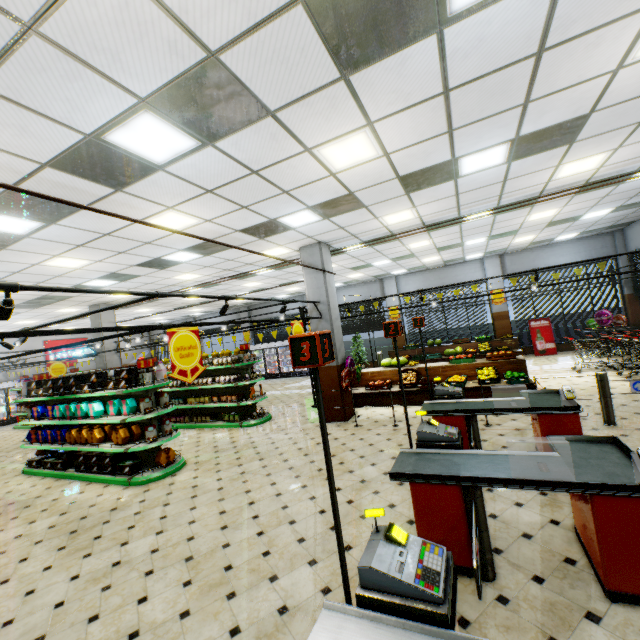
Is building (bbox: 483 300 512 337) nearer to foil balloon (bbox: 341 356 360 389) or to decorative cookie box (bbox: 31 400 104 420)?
foil balloon (bbox: 341 356 360 389)

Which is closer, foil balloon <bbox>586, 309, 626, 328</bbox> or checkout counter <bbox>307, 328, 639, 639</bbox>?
checkout counter <bbox>307, 328, 639, 639</bbox>

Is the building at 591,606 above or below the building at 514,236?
below

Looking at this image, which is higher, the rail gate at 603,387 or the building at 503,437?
the rail gate at 603,387

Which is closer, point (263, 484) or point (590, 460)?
point (590, 460)

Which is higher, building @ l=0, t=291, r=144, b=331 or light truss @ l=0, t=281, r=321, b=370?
building @ l=0, t=291, r=144, b=331

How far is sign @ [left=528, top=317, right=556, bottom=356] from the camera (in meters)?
14.36

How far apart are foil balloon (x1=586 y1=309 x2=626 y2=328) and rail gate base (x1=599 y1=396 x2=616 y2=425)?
9.48m
